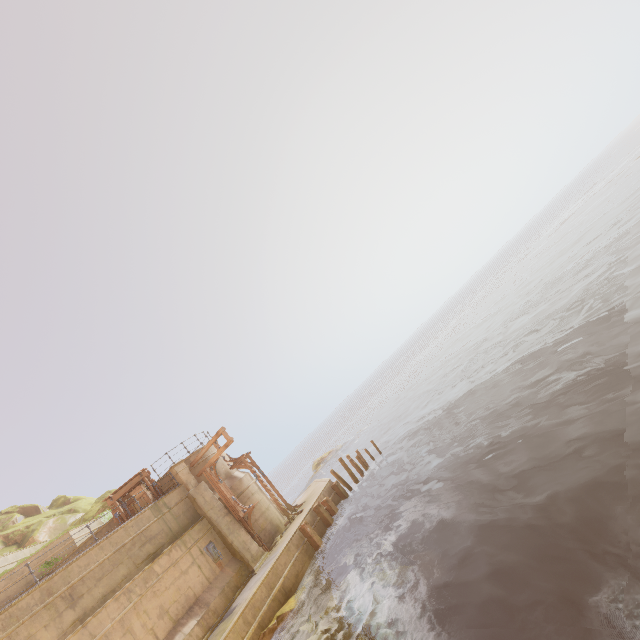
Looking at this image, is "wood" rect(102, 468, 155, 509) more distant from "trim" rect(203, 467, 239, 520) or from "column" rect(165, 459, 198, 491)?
"trim" rect(203, 467, 239, 520)

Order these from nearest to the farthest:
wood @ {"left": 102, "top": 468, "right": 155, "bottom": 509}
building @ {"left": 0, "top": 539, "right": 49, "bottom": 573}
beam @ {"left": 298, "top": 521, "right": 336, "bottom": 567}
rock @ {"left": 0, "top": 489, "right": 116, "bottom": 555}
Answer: beam @ {"left": 298, "top": 521, "right": 336, "bottom": 567} < wood @ {"left": 102, "top": 468, "right": 155, "bottom": 509} < building @ {"left": 0, "top": 539, "right": 49, "bottom": 573} < rock @ {"left": 0, "top": 489, "right": 116, "bottom": 555}

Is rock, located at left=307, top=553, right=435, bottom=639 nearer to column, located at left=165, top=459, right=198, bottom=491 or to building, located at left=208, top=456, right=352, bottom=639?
Answer: building, located at left=208, top=456, right=352, bottom=639

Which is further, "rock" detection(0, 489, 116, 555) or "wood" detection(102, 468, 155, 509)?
"rock" detection(0, 489, 116, 555)

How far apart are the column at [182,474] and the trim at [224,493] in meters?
0.4

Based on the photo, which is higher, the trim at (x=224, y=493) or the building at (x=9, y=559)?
the building at (x=9, y=559)

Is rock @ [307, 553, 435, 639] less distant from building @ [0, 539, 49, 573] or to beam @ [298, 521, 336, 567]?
building @ [0, 539, 49, 573]

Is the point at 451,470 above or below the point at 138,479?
below
